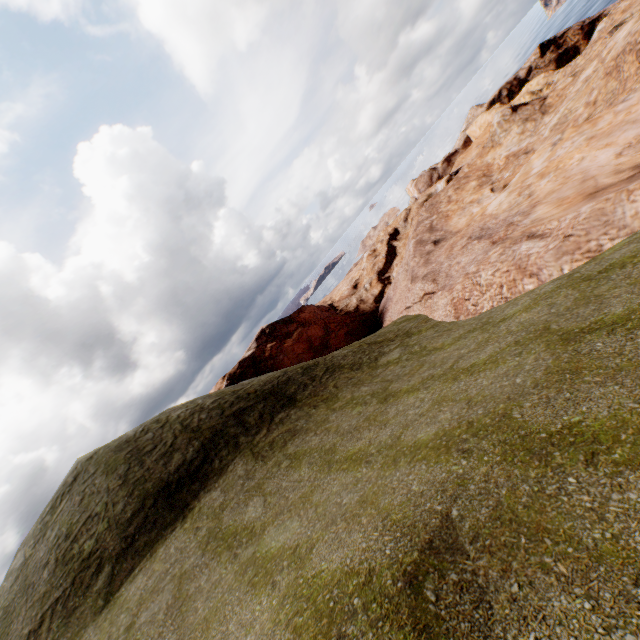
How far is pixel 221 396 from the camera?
18.77m
